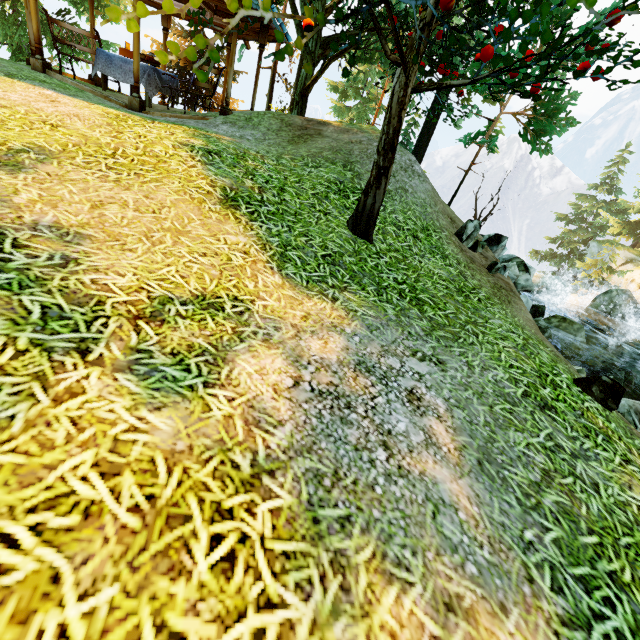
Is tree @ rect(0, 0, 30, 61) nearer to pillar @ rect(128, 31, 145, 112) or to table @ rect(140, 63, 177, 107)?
pillar @ rect(128, 31, 145, 112)

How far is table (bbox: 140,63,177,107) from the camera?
8.4 meters

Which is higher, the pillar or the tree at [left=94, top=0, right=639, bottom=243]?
the tree at [left=94, top=0, right=639, bottom=243]

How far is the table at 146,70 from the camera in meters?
8.4 m

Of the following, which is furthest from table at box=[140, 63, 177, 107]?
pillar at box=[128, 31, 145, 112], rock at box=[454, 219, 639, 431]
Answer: rock at box=[454, 219, 639, 431]

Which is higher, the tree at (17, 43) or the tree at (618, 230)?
the tree at (618, 230)

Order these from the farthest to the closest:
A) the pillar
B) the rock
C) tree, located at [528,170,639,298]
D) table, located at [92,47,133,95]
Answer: tree, located at [528,170,639,298], table, located at [92,47,133,95], the pillar, the rock

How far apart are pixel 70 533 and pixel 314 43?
14.42m
